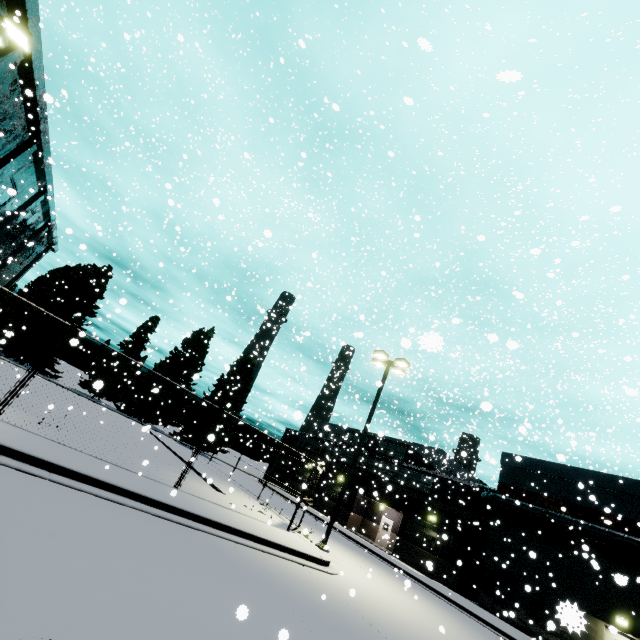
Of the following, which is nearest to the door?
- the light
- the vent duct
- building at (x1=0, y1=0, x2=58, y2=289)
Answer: building at (x1=0, y1=0, x2=58, y2=289)

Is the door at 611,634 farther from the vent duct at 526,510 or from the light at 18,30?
the vent duct at 526,510

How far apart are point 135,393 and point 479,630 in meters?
37.1

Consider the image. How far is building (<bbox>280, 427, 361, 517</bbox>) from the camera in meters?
35.9

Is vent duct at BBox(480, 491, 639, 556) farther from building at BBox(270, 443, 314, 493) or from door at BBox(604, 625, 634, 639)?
door at BBox(604, 625, 634, 639)

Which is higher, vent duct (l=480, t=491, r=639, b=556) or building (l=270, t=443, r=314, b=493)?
vent duct (l=480, t=491, r=639, b=556)

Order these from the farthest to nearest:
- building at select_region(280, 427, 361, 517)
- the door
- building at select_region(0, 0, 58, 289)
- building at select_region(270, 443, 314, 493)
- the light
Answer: building at select_region(270, 443, 314, 493) → building at select_region(280, 427, 361, 517) → building at select_region(0, 0, 58, 289) → the light → the door

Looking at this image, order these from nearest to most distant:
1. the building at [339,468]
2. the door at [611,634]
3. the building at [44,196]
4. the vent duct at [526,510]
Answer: the door at [611,634], the building at [44,196], the vent duct at [526,510], the building at [339,468]
